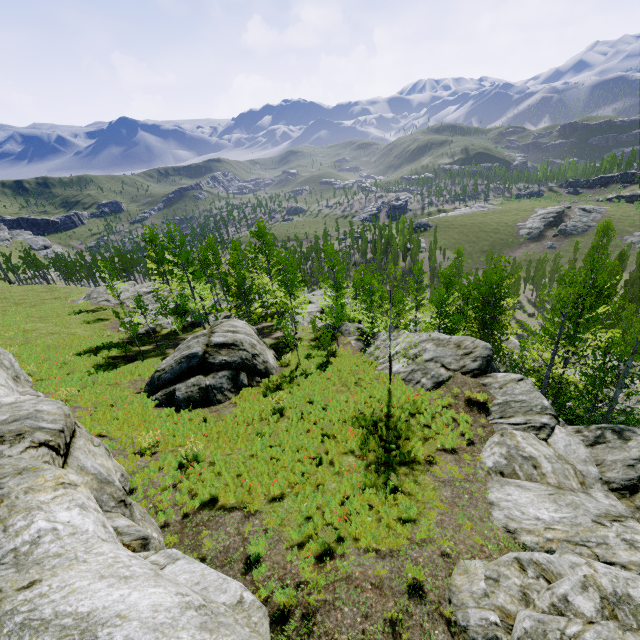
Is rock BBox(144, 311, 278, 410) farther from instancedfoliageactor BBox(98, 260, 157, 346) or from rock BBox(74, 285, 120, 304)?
instancedfoliageactor BBox(98, 260, 157, 346)

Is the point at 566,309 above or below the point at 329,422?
above

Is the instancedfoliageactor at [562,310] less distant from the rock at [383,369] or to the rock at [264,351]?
the rock at [383,369]

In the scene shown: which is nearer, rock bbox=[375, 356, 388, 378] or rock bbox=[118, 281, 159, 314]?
rock bbox=[375, 356, 388, 378]

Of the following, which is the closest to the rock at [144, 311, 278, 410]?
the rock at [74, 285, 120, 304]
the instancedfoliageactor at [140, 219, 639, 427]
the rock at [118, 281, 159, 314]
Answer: the rock at [74, 285, 120, 304]

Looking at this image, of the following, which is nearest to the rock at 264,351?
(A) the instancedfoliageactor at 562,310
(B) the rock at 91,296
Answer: (B) the rock at 91,296

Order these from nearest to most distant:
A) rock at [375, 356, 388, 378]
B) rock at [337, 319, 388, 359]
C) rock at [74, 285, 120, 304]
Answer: rock at [375, 356, 388, 378], rock at [337, 319, 388, 359], rock at [74, 285, 120, 304]

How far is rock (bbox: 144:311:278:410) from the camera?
15.80m
